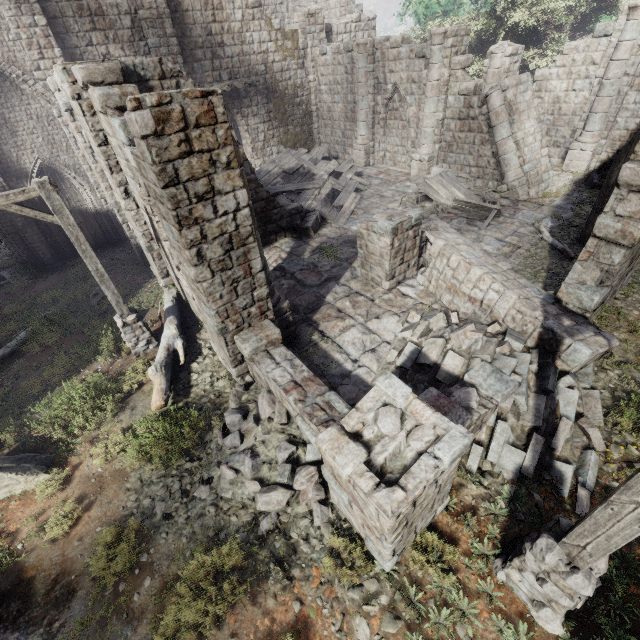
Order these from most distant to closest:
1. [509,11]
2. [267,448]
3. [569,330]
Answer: [509,11]
[569,330]
[267,448]

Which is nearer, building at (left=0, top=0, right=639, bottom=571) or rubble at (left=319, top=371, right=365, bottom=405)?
building at (left=0, top=0, right=639, bottom=571)

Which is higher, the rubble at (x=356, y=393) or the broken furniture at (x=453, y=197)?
the broken furniture at (x=453, y=197)

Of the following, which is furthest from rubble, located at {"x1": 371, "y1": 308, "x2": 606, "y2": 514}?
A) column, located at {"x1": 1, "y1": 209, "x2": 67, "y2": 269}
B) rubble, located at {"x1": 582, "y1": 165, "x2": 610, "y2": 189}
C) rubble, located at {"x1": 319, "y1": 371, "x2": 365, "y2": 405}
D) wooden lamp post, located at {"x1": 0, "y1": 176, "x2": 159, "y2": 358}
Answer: column, located at {"x1": 1, "y1": 209, "x2": 67, "y2": 269}

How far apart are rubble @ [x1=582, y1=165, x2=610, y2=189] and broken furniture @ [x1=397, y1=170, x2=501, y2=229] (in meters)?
4.92

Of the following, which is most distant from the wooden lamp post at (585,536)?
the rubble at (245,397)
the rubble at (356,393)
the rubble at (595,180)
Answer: the rubble at (595,180)

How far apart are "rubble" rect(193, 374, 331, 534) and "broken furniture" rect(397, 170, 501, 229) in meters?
10.1 m

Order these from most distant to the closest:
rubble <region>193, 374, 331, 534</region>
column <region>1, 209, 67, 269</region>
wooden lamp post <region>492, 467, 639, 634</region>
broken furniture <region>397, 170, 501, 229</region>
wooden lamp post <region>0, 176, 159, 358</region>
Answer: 1. column <region>1, 209, 67, 269</region>
2. broken furniture <region>397, 170, 501, 229</region>
3. wooden lamp post <region>0, 176, 159, 358</region>
4. rubble <region>193, 374, 331, 534</region>
5. wooden lamp post <region>492, 467, 639, 634</region>
